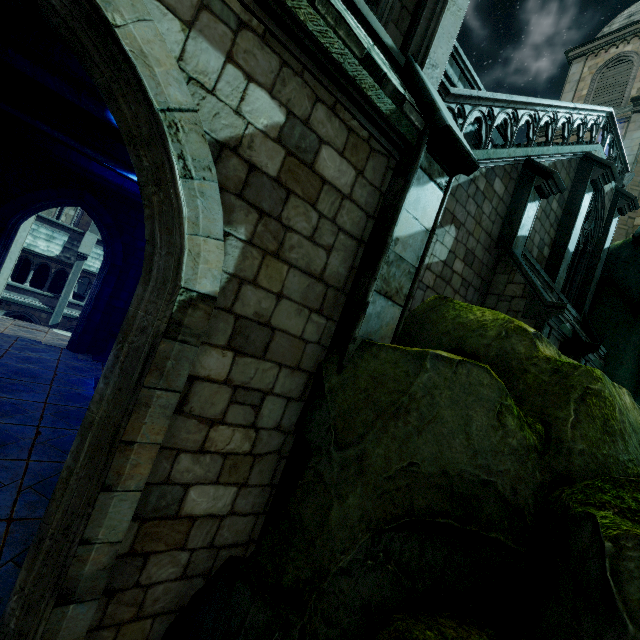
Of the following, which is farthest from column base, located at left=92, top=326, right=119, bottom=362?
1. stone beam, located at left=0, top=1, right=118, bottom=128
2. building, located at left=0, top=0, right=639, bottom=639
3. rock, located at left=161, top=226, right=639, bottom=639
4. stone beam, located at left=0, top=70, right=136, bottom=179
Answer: rock, located at left=161, top=226, right=639, bottom=639

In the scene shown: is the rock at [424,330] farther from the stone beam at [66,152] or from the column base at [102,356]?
the stone beam at [66,152]

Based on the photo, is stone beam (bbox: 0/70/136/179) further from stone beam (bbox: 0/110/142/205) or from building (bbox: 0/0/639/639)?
stone beam (bbox: 0/110/142/205)

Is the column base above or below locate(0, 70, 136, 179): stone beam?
below

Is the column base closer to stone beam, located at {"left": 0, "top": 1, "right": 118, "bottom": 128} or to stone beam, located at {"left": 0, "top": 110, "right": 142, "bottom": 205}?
stone beam, located at {"left": 0, "top": 110, "right": 142, "bottom": 205}

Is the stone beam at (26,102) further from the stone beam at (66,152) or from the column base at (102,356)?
the column base at (102,356)

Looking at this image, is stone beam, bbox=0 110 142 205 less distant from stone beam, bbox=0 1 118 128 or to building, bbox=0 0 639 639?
building, bbox=0 0 639 639

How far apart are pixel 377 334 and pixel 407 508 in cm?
179
